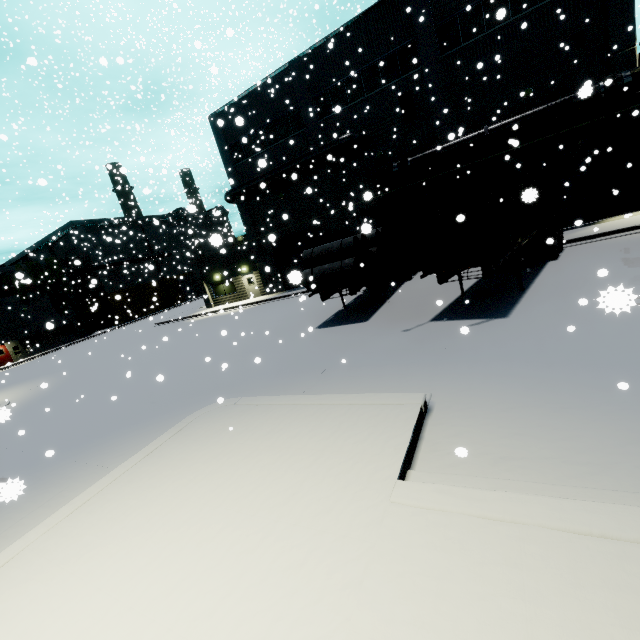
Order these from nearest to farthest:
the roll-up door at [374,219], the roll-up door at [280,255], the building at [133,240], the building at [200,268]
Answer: the building at [200,268] → the roll-up door at [374,219] → the roll-up door at [280,255] → the building at [133,240]

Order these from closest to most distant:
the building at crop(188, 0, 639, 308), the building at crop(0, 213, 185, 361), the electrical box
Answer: the building at crop(188, 0, 639, 308) → the electrical box → the building at crop(0, 213, 185, 361)

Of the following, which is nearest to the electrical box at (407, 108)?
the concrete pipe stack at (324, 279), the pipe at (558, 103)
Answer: the pipe at (558, 103)

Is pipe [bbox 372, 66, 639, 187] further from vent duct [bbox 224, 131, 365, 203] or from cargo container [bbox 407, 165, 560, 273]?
vent duct [bbox 224, 131, 365, 203]

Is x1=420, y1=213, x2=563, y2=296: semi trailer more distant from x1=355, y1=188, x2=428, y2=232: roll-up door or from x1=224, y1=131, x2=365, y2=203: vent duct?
x1=224, y1=131, x2=365, y2=203: vent duct

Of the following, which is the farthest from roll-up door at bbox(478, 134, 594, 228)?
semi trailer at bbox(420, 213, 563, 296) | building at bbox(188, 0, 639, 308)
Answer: semi trailer at bbox(420, 213, 563, 296)

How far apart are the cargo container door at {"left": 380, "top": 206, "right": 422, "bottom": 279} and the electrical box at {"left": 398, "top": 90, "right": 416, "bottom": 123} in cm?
1366

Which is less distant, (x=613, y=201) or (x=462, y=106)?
(x=613, y=201)
